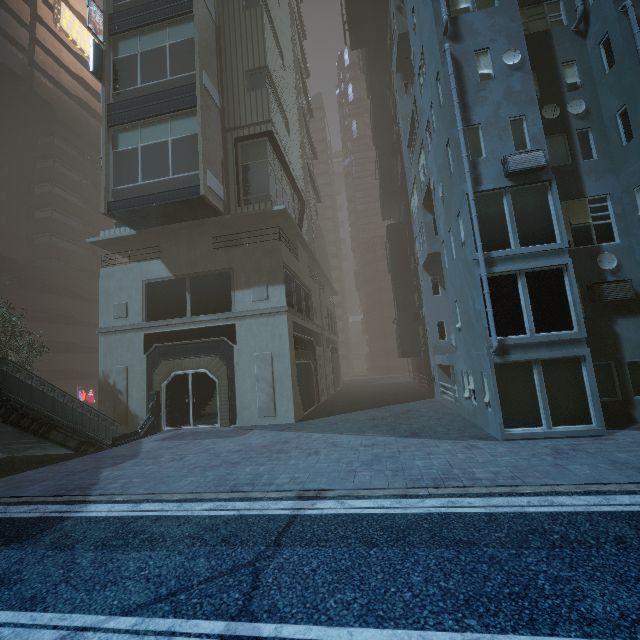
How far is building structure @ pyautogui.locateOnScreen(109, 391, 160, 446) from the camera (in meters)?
15.10

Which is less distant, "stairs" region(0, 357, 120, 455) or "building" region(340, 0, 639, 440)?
"building" region(340, 0, 639, 440)

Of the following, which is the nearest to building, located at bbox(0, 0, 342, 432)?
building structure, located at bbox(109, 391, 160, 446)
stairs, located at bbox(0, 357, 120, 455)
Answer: building structure, located at bbox(109, 391, 160, 446)

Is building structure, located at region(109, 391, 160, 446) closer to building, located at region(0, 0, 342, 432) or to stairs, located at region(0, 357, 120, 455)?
stairs, located at region(0, 357, 120, 455)

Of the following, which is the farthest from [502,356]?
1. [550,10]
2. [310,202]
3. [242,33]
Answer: [310,202]

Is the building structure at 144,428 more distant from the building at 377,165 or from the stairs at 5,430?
the building at 377,165

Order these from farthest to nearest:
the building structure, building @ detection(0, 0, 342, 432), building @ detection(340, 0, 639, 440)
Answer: building @ detection(0, 0, 342, 432), the building structure, building @ detection(340, 0, 639, 440)

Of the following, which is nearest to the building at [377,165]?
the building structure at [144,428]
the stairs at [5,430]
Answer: the building structure at [144,428]
